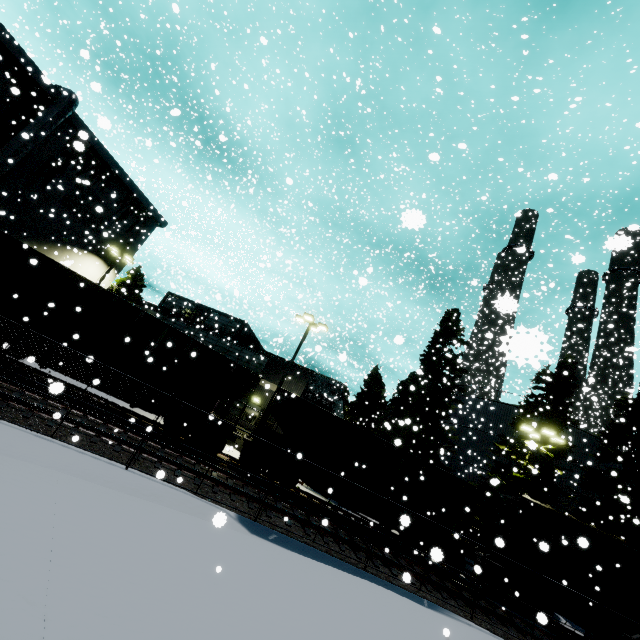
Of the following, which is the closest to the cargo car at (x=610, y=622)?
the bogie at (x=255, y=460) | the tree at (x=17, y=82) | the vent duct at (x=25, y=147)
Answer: the tree at (x=17, y=82)

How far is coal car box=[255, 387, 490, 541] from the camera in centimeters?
1578cm

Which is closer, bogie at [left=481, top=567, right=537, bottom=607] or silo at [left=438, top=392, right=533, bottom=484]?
bogie at [left=481, top=567, right=537, bottom=607]

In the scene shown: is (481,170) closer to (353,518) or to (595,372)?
(353,518)

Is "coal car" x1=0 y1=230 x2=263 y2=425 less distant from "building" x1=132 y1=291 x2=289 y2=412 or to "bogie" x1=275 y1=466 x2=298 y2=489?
"bogie" x1=275 y1=466 x2=298 y2=489

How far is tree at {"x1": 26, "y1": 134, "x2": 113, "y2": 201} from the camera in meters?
23.0

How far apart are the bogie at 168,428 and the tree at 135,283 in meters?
17.9

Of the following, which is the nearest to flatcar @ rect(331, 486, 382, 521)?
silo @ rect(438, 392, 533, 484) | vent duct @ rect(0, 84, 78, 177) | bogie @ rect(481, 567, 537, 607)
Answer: bogie @ rect(481, 567, 537, 607)
